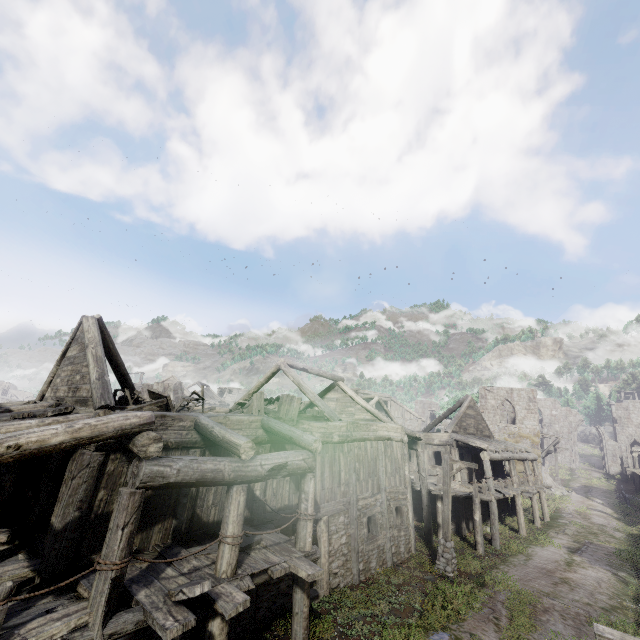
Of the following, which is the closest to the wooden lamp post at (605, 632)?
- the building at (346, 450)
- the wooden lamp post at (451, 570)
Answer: the building at (346, 450)

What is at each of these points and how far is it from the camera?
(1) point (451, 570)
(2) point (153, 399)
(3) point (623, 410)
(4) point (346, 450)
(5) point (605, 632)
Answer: (1) wooden lamp post, 13.77m
(2) broken furniture, 10.77m
(3) building, 53.38m
(4) building, 13.49m
(5) wooden lamp post, 2.54m

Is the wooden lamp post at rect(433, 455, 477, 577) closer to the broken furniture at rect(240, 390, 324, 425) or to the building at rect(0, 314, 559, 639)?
the building at rect(0, 314, 559, 639)

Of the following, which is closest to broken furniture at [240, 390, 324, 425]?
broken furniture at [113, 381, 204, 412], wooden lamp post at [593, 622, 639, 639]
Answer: broken furniture at [113, 381, 204, 412]

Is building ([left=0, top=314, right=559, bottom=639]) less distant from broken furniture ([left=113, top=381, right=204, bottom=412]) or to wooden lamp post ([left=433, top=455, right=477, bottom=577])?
broken furniture ([left=113, top=381, right=204, bottom=412])

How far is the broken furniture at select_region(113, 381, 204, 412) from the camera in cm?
971

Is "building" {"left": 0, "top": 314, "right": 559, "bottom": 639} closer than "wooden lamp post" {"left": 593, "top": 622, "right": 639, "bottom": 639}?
No

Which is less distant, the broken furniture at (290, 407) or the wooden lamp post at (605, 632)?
the wooden lamp post at (605, 632)
